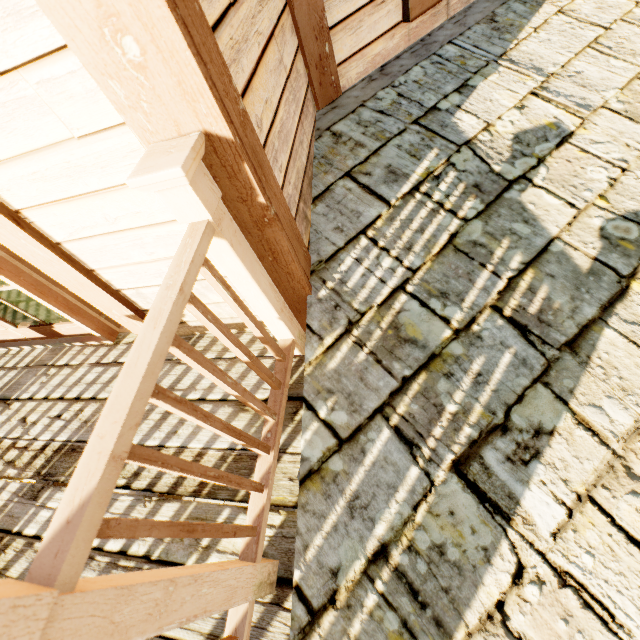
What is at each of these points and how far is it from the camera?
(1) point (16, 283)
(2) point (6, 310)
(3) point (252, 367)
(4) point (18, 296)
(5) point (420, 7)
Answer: (1) door, 1.6m
(2) building, 2.7m
(3) building, 1.2m
(4) building, 2.8m
(5) widow, 1.8m

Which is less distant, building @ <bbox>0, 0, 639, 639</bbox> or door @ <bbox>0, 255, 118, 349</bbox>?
building @ <bbox>0, 0, 639, 639</bbox>

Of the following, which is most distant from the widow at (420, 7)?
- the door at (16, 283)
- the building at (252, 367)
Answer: the door at (16, 283)

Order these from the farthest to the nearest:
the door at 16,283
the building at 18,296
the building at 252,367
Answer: the building at 18,296 < the door at 16,283 < the building at 252,367

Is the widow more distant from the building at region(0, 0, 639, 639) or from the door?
the door

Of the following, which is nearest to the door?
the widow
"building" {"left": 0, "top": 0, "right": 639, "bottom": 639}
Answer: "building" {"left": 0, "top": 0, "right": 639, "bottom": 639}
